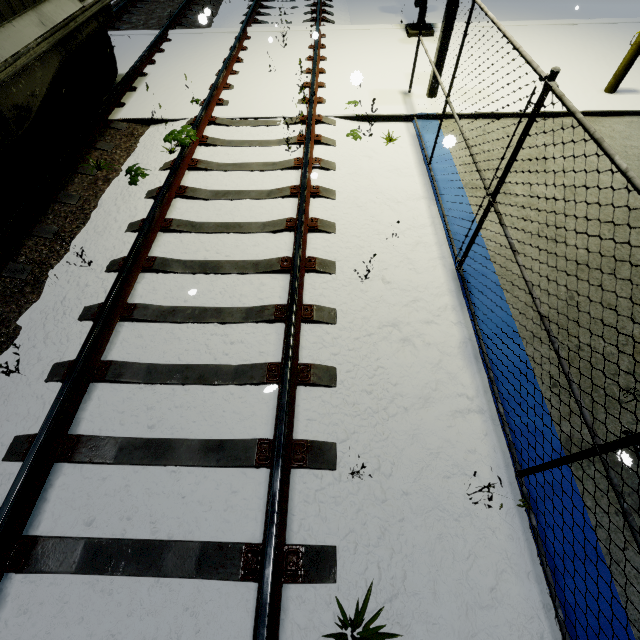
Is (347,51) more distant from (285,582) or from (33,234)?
(285,582)

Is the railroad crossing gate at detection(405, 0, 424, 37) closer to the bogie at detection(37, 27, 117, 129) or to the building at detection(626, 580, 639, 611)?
the building at detection(626, 580, 639, 611)

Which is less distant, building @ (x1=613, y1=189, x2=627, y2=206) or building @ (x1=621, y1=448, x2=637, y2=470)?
building @ (x1=621, y1=448, x2=637, y2=470)

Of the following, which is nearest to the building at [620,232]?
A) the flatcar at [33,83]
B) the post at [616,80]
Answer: the post at [616,80]

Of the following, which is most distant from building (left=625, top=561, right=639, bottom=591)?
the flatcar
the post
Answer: the flatcar
